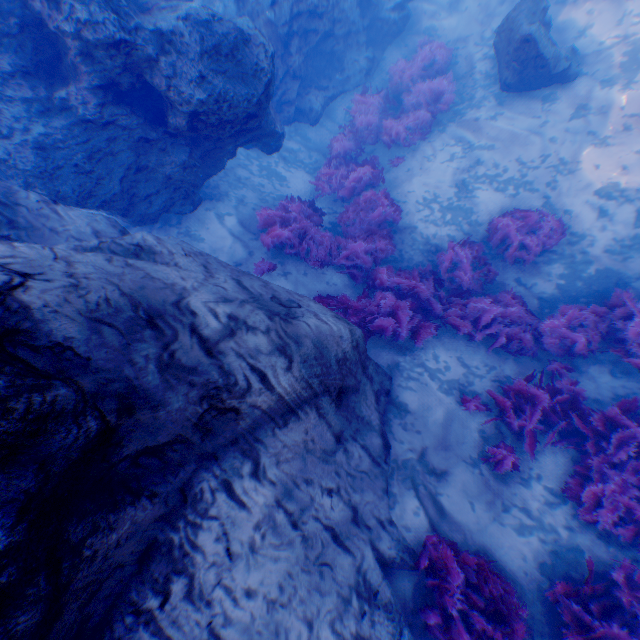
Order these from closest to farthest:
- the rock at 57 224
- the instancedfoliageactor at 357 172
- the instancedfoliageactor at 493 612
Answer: the rock at 57 224, the instancedfoliageactor at 493 612, the instancedfoliageactor at 357 172

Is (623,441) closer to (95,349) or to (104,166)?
(95,349)

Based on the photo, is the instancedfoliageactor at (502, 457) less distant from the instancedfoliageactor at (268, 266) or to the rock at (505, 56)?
the instancedfoliageactor at (268, 266)

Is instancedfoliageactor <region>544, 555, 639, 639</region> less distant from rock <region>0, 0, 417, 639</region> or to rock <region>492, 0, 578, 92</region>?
rock <region>0, 0, 417, 639</region>

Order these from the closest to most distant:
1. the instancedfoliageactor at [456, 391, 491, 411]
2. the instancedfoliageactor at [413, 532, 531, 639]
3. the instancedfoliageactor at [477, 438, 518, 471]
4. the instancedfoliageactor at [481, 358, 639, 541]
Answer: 1. the instancedfoliageactor at [413, 532, 531, 639]
2. the instancedfoliageactor at [481, 358, 639, 541]
3. the instancedfoliageactor at [477, 438, 518, 471]
4. the instancedfoliageactor at [456, 391, 491, 411]

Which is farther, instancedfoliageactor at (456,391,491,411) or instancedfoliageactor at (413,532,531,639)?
instancedfoliageactor at (456,391,491,411)

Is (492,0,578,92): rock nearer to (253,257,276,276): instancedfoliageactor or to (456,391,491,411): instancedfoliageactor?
(456,391,491,411): instancedfoliageactor
